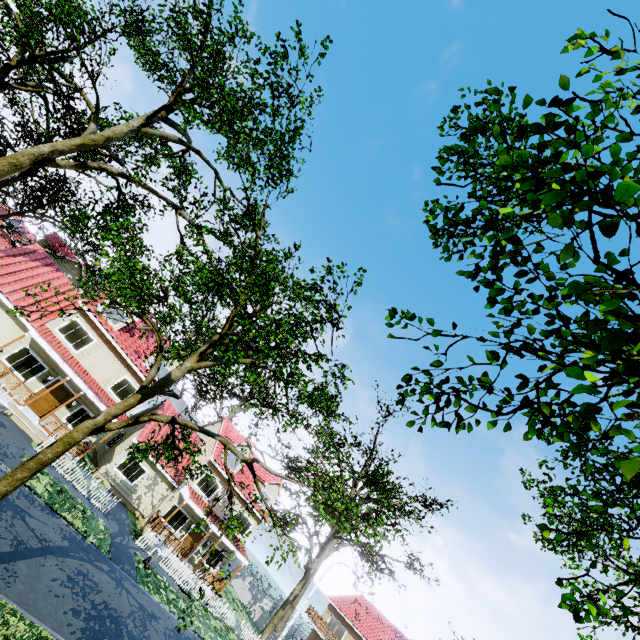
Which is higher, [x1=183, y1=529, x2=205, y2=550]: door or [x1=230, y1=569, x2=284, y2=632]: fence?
[x1=183, y1=529, x2=205, y2=550]: door

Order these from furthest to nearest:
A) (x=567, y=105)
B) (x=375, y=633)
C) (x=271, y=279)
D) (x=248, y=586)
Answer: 1. (x=248, y=586)
2. (x=375, y=633)
3. (x=271, y=279)
4. (x=567, y=105)

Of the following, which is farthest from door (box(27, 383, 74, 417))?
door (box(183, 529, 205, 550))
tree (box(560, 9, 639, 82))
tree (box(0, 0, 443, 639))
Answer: tree (box(560, 9, 639, 82))

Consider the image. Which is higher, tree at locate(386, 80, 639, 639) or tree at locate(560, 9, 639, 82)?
tree at locate(560, 9, 639, 82)

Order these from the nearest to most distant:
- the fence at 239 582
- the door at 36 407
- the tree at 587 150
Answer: the tree at 587 150
the door at 36 407
the fence at 239 582

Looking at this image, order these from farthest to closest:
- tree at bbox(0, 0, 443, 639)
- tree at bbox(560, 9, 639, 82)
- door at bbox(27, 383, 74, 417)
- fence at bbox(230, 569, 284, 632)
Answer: fence at bbox(230, 569, 284, 632)
door at bbox(27, 383, 74, 417)
tree at bbox(0, 0, 443, 639)
tree at bbox(560, 9, 639, 82)

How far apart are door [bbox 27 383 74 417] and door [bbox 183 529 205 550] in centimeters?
1352cm

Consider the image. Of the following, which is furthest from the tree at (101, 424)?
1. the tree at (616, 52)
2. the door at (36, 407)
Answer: the door at (36, 407)
